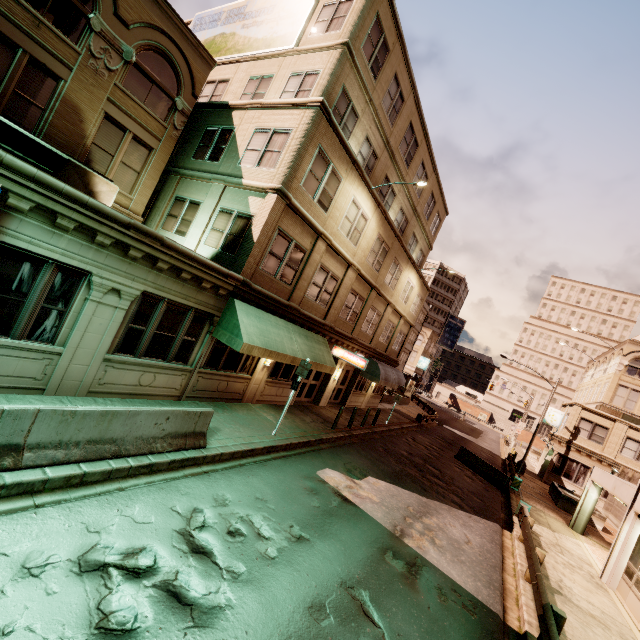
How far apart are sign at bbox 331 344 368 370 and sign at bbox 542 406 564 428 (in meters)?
28.03

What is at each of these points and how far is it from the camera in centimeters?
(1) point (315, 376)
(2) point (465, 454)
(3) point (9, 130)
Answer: (1) building, 1908cm
(2) barrier, 2322cm
(3) air conditioner, 881cm

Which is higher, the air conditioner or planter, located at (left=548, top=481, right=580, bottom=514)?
the air conditioner

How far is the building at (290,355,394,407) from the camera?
18.7 meters

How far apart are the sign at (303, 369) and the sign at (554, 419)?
33.67m

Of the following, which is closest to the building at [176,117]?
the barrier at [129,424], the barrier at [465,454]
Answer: the barrier at [129,424]

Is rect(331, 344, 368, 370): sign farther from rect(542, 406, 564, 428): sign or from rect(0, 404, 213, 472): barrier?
rect(542, 406, 564, 428): sign

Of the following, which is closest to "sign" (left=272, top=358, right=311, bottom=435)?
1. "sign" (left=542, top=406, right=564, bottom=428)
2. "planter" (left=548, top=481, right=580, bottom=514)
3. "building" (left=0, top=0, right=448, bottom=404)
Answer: "building" (left=0, top=0, right=448, bottom=404)
